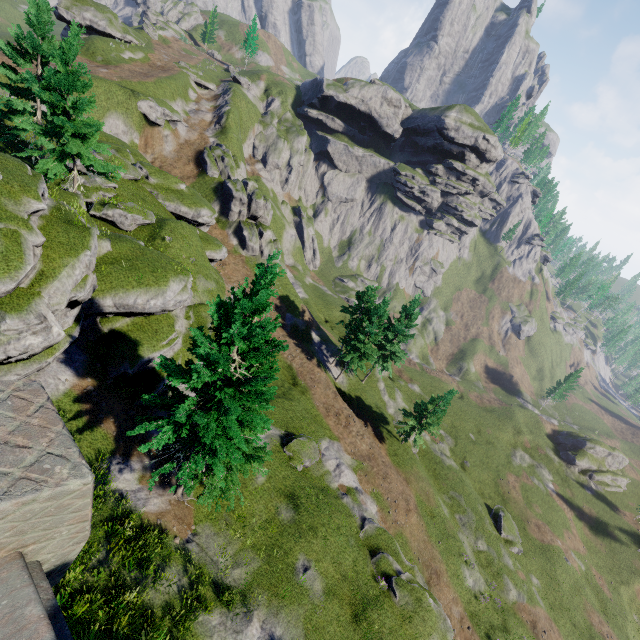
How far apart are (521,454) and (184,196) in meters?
67.8 m

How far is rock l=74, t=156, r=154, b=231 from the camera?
25.8m

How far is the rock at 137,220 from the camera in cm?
2584

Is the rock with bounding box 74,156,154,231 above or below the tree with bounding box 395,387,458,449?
above

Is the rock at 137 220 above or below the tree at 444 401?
above

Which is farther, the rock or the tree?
the tree

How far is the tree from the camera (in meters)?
34.41
